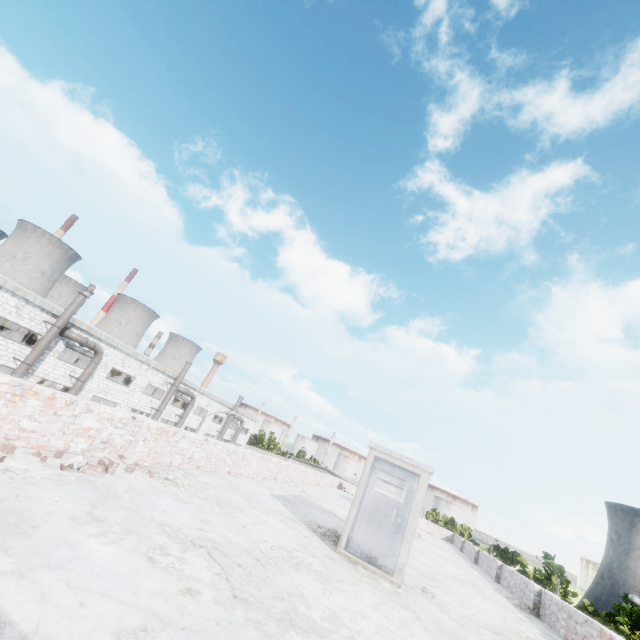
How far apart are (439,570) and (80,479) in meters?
11.1

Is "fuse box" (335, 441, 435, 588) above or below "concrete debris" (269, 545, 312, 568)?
above

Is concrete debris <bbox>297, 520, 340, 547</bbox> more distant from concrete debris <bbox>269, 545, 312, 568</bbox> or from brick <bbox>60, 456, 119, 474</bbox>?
brick <bbox>60, 456, 119, 474</bbox>

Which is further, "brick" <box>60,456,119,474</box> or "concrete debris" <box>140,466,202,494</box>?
"concrete debris" <box>140,466,202,494</box>

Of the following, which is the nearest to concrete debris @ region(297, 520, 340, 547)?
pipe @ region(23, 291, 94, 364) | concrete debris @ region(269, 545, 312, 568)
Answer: concrete debris @ region(269, 545, 312, 568)

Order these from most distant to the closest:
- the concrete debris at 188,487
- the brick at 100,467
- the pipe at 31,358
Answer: the pipe at 31,358 → the concrete debris at 188,487 → the brick at 100,467

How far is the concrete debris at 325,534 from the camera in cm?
733

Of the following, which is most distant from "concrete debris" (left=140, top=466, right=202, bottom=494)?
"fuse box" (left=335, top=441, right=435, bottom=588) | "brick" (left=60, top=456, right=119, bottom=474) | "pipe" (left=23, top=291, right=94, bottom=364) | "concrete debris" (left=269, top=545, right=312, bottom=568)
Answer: "pipe" (left=23, top=291, right=94, bottom=364)
